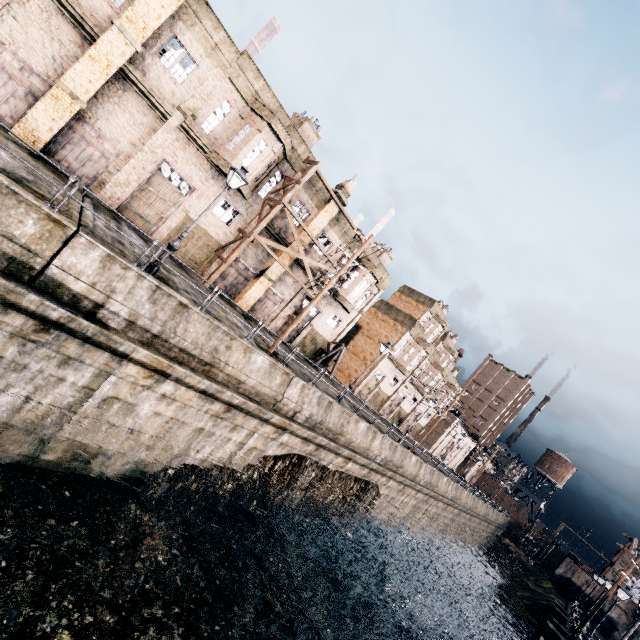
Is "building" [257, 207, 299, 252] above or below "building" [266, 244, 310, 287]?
above

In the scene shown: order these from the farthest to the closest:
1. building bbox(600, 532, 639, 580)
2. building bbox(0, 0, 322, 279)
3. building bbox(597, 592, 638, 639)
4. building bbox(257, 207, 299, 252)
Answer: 1. building bbox(600, 532, 639, 580)
2. building bbox(597, 592, 638, 639)
3. building bbox(257, 207, 299, 252)
4. building bbox(0, 0, 322, 279)

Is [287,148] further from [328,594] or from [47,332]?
[328,594]

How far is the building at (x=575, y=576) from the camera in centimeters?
4722cm

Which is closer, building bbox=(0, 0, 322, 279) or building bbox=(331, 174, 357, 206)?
building bbox=(0, 0, 322, 279)

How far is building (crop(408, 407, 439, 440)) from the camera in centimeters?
5425cm

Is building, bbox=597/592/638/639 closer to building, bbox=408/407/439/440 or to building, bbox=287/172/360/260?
building, bbox=408/407/439/440

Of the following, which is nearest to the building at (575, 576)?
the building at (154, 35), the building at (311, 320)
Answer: the building at (311, 320)
